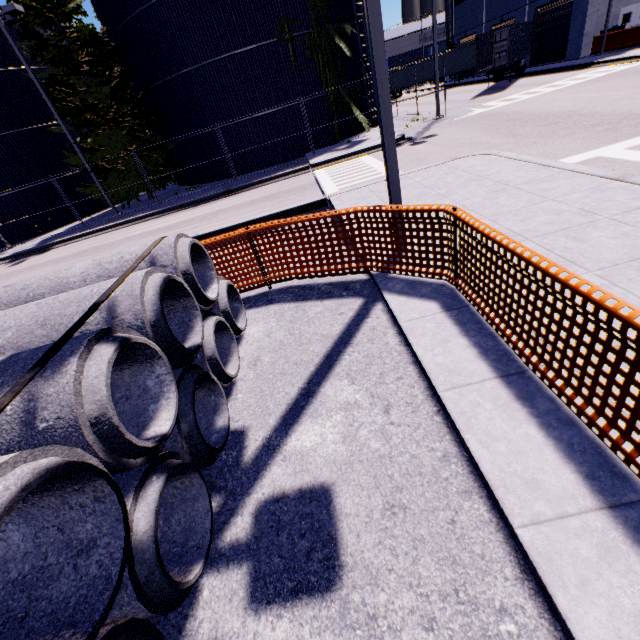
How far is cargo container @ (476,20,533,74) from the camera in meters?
23.8

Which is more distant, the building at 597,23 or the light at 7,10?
the building at 597,23

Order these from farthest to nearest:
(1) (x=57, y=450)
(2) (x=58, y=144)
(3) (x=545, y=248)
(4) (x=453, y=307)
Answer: (2) (x=58, y=144), (3) (x=545, y=248), (4) (x=453, y=307), (1) (x=57, y=450)

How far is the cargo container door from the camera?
23.1 meters

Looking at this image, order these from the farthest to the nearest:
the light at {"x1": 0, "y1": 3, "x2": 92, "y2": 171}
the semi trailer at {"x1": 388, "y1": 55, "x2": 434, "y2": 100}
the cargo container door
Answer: the semi trailer at {"x1": 388, "y1": 55, "x2": 434, "y2": 100} → the cargo container door → the light at {"x1": 0, "y1": 3, "x2": 92, "y2": 171}

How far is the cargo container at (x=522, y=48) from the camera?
23.84m

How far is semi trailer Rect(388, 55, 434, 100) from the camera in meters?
39.6 m

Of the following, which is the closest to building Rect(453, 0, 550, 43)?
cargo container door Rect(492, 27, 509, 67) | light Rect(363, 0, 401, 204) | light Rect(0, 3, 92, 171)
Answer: cargo container door Rect(492, 27, 509, 67)
